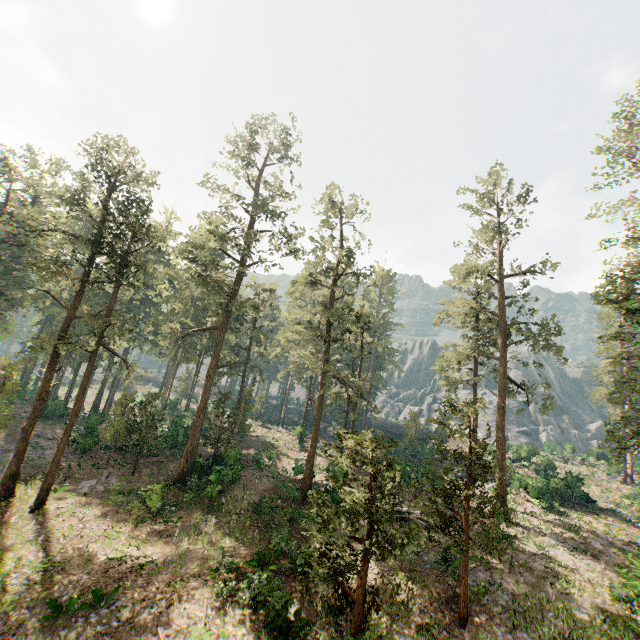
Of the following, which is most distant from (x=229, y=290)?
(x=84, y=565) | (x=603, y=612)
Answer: (x=603, y=612)

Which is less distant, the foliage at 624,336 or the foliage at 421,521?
the foliage at 421,521

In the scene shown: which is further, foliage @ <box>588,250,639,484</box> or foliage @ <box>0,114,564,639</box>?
foliage @ <box>588,250,639,484</box>
